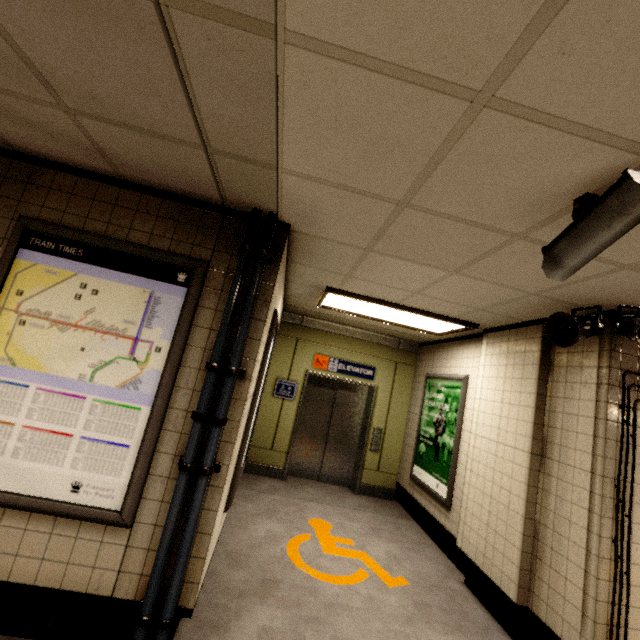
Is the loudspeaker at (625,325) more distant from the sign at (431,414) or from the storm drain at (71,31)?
the storm drain at (71,31)

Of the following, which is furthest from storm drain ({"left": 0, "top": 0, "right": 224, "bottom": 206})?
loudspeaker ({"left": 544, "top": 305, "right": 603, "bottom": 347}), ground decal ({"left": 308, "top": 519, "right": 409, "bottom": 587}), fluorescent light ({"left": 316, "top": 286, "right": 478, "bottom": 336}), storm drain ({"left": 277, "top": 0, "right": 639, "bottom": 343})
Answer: A: ground decal ({"left": 308, "top": 519, "right": 409, "bottom": 587})

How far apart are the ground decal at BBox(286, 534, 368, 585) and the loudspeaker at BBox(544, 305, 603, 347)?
2.91m

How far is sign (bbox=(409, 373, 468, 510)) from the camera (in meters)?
4.40

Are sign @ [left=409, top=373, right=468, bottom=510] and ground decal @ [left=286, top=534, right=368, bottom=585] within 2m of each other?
yes

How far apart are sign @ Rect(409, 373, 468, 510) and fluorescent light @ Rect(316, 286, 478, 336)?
0.63m

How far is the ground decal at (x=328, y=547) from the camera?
3.43m

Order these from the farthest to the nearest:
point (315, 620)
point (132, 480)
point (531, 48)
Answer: point (315, 620) → point (132, 480) → point (531, 48)
